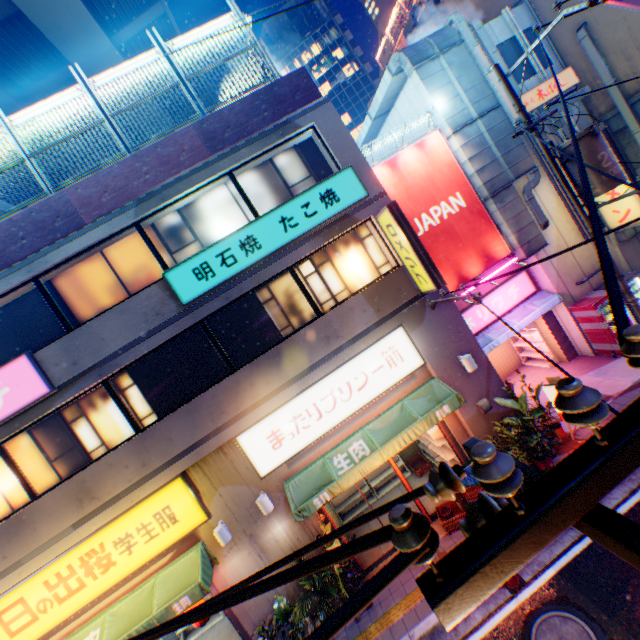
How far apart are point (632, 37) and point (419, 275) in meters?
12.4 m

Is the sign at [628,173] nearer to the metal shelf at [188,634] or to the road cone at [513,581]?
the road cone at [513,581]

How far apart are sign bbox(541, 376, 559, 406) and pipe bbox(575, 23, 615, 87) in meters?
10.6

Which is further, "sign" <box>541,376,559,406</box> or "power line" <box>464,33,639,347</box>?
"sign" <box>541,376,559,406</box>

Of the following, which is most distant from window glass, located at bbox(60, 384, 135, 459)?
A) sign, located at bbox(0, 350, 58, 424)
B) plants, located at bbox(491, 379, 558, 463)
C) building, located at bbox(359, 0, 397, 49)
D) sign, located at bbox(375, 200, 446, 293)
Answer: building, located at bbox(359, 0, 397, 49)

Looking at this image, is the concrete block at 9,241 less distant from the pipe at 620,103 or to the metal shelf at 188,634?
the metal shelf at 188,634

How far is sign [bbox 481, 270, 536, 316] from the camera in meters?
11.8 m

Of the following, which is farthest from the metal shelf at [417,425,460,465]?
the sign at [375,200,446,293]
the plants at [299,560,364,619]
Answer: the sign at [375,200,446,293]
